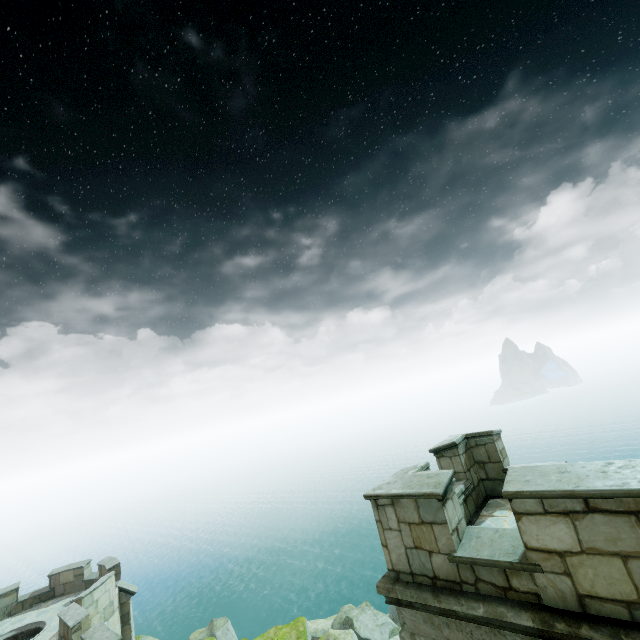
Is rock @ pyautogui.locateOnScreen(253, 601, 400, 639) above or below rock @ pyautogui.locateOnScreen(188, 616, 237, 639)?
above

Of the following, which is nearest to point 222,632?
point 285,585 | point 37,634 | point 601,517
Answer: point 37,634

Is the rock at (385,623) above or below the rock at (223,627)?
above

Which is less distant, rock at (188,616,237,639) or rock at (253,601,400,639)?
rock at (253,601,400,639)

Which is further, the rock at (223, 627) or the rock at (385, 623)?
the rock at (223, 627)
